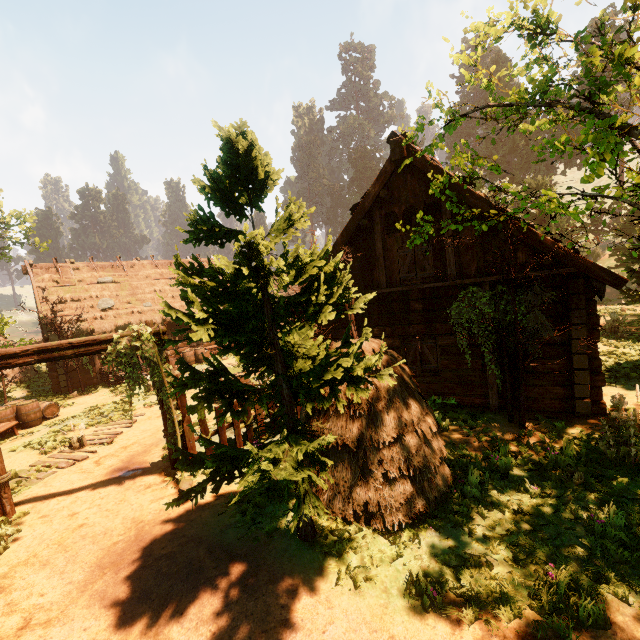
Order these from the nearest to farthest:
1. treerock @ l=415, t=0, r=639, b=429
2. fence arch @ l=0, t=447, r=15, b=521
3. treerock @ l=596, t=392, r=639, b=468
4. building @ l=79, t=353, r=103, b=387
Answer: treerock @ l=415, t=0, r=639, b=429 → treerock @ l=596, t=392, r=639, b=468 → fence arch @ l=0, t=447, r=15, b=521 → building @ l=79, t=353, r=103, b=387

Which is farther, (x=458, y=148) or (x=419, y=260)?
(x=419, y=260)

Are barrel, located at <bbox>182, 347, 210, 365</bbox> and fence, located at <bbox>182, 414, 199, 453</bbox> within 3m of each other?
no

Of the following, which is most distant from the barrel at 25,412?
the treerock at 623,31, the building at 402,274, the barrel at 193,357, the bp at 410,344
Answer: the bp at 410,344

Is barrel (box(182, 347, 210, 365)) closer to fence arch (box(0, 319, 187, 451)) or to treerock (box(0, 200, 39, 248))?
treerock (box(0, 200, 39, 248))

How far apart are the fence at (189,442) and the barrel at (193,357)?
13.57m

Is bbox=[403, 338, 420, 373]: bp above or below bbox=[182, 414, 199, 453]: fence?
above

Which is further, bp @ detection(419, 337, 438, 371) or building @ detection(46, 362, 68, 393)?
building @ detection(46, 362, 68, 393)
